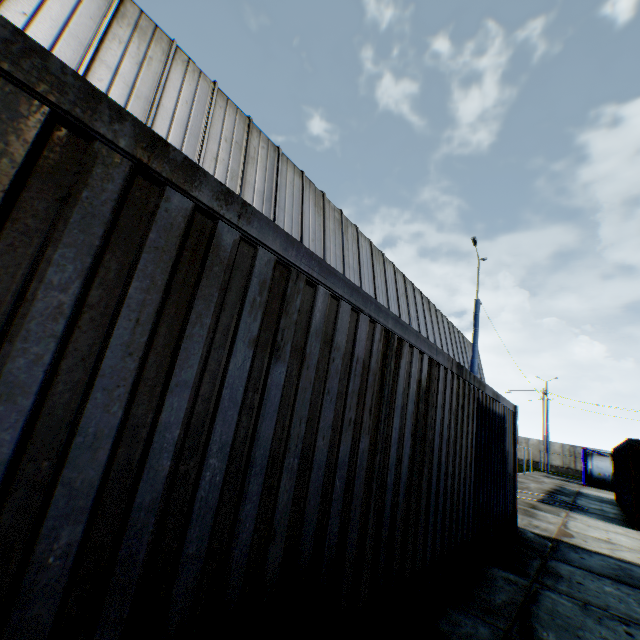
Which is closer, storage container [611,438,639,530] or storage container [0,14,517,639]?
storage container [0,14,517,639]

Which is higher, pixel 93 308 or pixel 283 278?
pixel 283 278

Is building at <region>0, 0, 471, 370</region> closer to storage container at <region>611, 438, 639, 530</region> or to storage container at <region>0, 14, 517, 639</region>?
storage container at <region>0, 14, 517, 639</region>

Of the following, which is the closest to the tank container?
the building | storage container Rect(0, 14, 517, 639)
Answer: the building

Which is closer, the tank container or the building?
the building

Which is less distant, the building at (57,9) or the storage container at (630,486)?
the building at (57,9)

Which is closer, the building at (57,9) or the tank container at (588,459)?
the building at (57,9)
